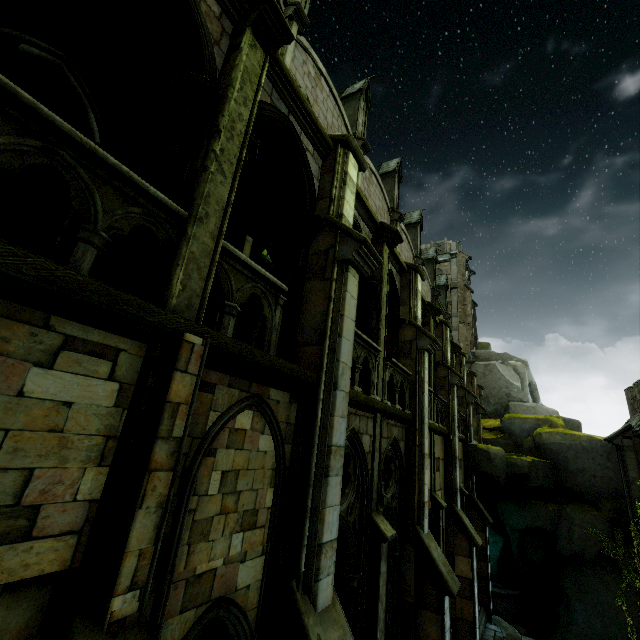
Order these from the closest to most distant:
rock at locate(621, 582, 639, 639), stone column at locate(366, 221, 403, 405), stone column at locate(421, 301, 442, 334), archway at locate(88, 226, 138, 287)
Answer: archway at locate(88, 226, 138, 287) < stone column at locate(366, 221, 403, 405) < stone column at locate(421, 301, 442, 334) < rock at locate(621, 582, 639, 639)

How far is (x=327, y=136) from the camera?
7.21m

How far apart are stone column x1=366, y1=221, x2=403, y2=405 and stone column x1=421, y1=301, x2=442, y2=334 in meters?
4.9

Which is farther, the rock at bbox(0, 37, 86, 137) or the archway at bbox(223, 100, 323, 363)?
the archway at bbox(223, 100, 323, 363)

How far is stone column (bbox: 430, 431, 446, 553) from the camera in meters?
11.5 m

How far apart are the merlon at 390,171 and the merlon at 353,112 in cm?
459

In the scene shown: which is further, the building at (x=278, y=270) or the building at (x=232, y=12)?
the building at (x=278, y=270)

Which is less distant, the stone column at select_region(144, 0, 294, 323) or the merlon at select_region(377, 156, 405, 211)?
the stone column at select_region(144, 0, 294, 323)
